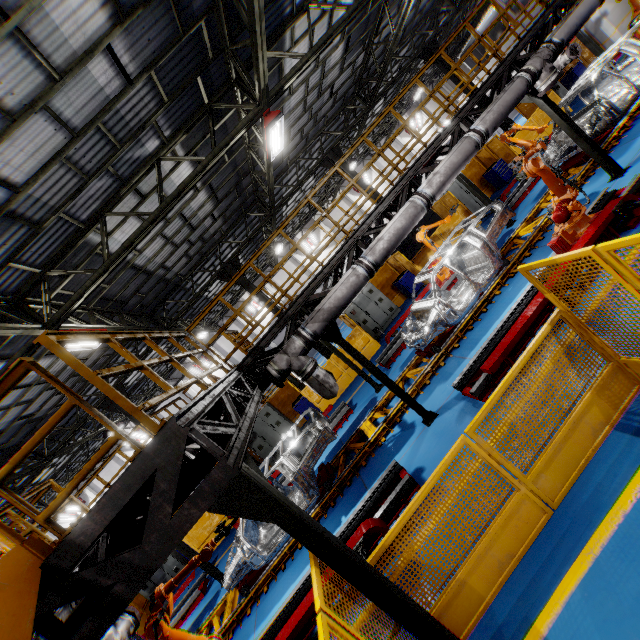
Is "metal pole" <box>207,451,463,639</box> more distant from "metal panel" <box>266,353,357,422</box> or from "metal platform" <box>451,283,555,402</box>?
"metal platform" <box>451,283,555,402</box>

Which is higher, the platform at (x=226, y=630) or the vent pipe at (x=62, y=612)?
the vent pipe at (x=62, y=612)

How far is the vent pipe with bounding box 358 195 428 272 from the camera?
6.83m

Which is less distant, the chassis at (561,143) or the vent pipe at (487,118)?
the vent pipe at (487,118)

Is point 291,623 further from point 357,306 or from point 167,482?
point 357,306

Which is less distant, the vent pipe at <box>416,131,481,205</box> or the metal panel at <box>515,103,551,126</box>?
the vent pipe at <box>416,131,481,205</box>

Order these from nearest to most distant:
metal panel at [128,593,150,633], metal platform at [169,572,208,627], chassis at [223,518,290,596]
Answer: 1. chassis at [223,518,290,596]
2. metal platform at [169,572,208,627]
3. metal panel at [128,593,150,633]
